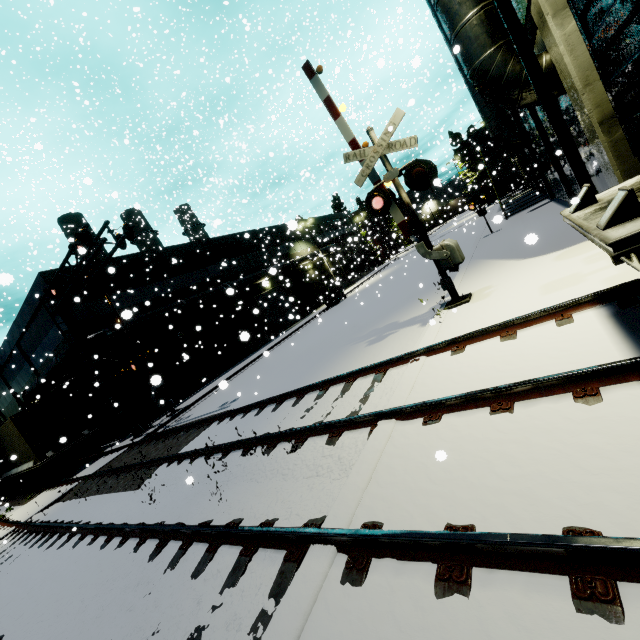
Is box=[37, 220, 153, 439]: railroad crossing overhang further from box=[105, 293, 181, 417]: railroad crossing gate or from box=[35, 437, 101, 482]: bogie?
box=[35, 437, 101, 482]: bogie

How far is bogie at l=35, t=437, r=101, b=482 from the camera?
16.0 meters

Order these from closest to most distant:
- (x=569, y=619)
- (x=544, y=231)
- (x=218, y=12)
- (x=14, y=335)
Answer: (x=569, y=619), (x=544, y=231), (x=14, y=335), (x=218, y=12)

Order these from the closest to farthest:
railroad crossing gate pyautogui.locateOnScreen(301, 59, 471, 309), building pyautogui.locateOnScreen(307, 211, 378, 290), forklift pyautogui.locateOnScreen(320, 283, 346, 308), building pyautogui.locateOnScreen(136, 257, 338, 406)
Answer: railroad crossing gate pyautogui.locateOnScreen(301, 59, 471, 309)
building pyautogui.locateOnScreen(136, 257, 338, 406)
forklift pyautogui.locateOnScreen(320, 283, 346, 308)
building pyautogui.locateOnScreen(307, 211, 378, 290)

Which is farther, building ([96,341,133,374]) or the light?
building ([96,341,133,374])

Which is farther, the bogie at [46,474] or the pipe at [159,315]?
the pipe at [159,315]

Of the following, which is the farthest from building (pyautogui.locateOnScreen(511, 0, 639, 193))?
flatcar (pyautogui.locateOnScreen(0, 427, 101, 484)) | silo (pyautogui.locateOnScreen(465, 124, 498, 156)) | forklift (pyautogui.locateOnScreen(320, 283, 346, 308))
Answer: forklift (pyautogui.locateOnScreen(320, 283, 346, 308))

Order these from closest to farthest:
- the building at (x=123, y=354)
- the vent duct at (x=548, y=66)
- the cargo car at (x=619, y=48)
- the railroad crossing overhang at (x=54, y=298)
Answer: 1. the cargo car at (x=619, y=48)
2. the vent duct at (x=548, y=66)
3. the railroad crossing overhang at (x=54, y=298)
4. the building at (x=123, y=354)
